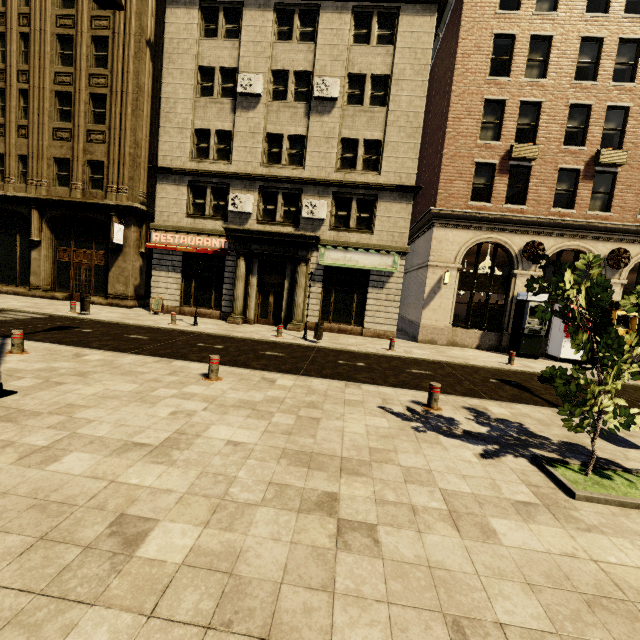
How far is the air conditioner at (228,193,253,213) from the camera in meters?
17.0 m

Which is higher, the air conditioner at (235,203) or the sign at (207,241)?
the air conditioner at (235,203)

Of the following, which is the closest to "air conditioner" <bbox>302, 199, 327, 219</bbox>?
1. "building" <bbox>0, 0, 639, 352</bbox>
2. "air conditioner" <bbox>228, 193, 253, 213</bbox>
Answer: "building" <bbox>0, 0, 639, 352</bbox>

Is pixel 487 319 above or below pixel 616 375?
below

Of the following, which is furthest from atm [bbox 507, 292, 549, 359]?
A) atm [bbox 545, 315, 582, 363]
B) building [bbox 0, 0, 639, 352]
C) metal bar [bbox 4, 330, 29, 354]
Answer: metal bar [bbox 4, 330, 29, 354]

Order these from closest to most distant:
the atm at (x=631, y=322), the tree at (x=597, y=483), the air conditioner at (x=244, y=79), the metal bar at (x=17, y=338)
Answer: the tree at (x=597, y=483) < the metal bar at (x=17, y=338) < the atm at (x=631, y=322) < the air conditioner at (x=244, y=79)

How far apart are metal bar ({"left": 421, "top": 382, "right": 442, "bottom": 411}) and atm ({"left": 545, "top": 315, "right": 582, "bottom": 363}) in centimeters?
1220cm

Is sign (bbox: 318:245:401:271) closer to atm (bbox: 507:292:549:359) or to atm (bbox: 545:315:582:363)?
atm (bbox: 507:292:549:359)
